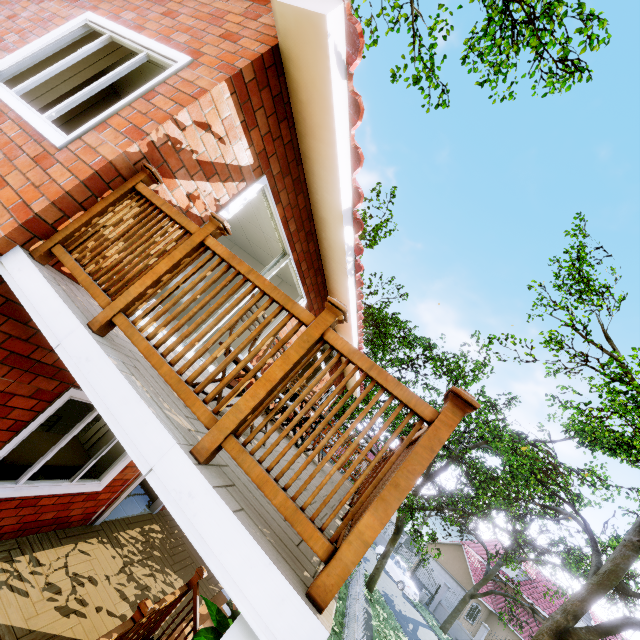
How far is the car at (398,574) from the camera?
24.3 meters

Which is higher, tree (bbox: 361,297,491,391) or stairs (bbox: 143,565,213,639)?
tree (bbox: 361,297,491,391)

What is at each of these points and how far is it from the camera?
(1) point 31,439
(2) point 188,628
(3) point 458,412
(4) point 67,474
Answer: (1) desk, 4.37m
(2) stairs, 5.02m
(3) wooden rail, 1.50m
(4) desk, 4.89m

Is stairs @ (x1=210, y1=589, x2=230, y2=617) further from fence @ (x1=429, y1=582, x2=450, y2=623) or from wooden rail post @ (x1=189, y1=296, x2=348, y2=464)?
fence @ (x1=429, y1=582, x2=450, y2=623)

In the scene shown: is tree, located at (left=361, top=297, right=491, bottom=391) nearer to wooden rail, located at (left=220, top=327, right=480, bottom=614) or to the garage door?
the garage door

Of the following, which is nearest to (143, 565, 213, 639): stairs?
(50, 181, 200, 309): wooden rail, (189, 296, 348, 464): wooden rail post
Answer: (50, 181, 200, 309): wooden rail

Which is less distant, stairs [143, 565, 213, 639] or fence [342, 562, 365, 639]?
stairs [143, 565, 213, 639]

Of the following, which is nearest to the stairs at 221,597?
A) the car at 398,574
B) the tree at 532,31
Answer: the tree at 532,31
